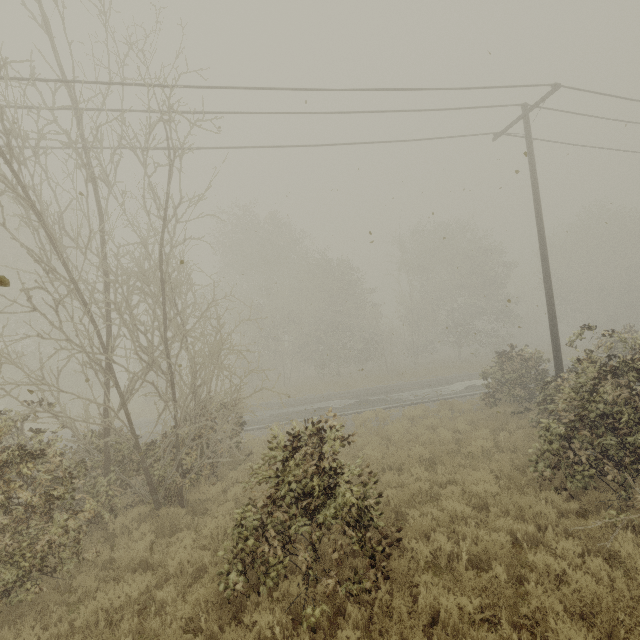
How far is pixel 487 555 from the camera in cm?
564
